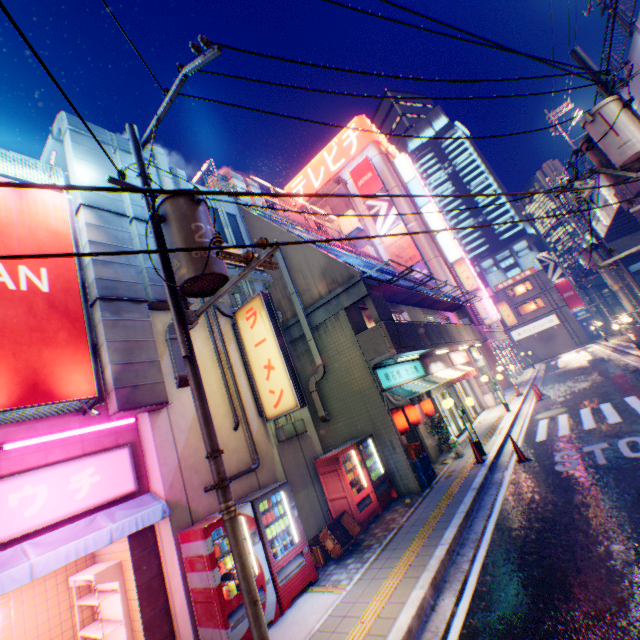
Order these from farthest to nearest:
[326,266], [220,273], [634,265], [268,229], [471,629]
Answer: [634,265], [268,229], [326,266], [220,273], [471,629]

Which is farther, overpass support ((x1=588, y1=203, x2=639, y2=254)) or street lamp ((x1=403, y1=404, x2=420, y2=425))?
overpass support ((x1=588, y1=203, x2=639, y2=254))

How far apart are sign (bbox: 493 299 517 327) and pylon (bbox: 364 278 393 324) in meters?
34.9

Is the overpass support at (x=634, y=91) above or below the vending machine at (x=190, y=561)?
above

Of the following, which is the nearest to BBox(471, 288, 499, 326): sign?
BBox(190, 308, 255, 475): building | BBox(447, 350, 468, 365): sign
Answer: BBox(447, 350, 468, 365): sign

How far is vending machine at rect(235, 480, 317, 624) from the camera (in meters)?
6.11

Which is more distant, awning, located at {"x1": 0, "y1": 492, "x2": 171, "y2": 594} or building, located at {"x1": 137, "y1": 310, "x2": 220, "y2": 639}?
building, located at {"x1": 137, "y1": 310, "x2": 220, "y2": 639}

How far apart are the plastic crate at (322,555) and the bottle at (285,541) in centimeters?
95cm
